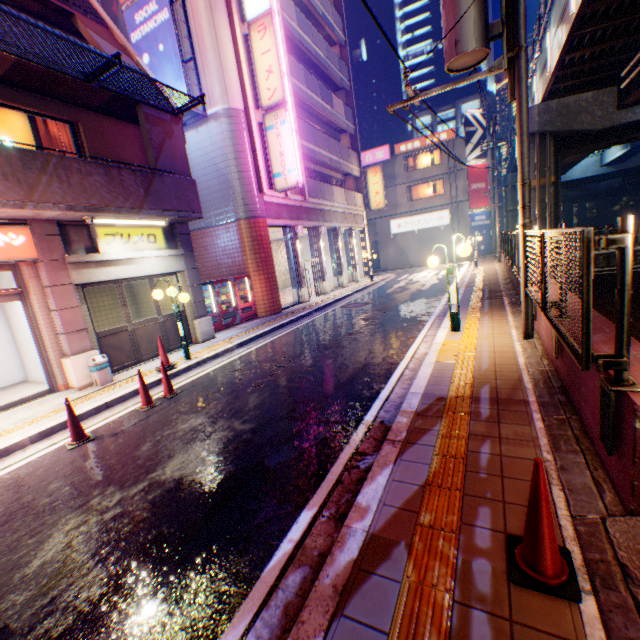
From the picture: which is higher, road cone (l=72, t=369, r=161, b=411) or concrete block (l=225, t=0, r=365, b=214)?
concrete block (l=225, t=0, r=365, b=214)

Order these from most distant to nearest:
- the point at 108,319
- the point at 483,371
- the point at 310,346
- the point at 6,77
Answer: the point at 108,319 → the point at 310,346 → the point at 6,77 → the point at 483,371

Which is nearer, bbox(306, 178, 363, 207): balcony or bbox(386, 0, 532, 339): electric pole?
bbox(386, 0, 532, 339): electric pole

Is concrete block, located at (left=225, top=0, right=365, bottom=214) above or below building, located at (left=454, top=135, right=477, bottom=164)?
below

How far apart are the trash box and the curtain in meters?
5.1

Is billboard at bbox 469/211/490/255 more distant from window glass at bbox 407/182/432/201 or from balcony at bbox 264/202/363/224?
balcony at bbox 264/202/363/224

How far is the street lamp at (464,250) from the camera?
7.4m

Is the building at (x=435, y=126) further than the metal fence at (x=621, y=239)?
Yes
